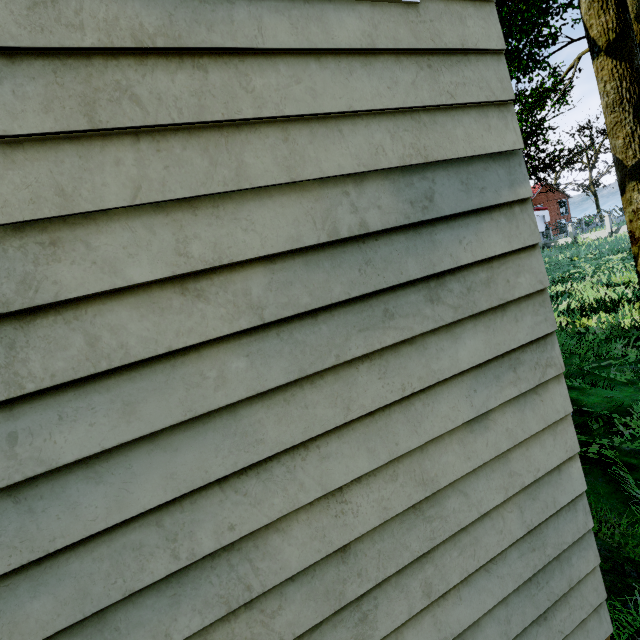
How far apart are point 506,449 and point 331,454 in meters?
1.0 m
